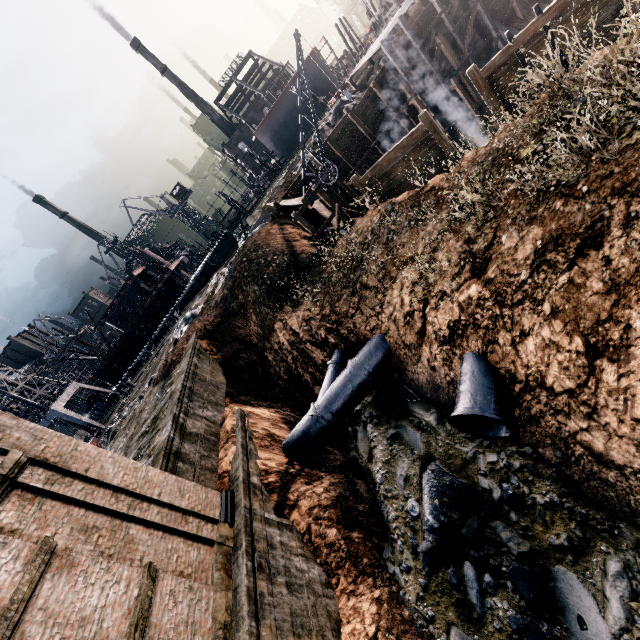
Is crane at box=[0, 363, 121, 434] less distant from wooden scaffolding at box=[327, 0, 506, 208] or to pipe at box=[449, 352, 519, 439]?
wooden scaffolding at box=[327, 0, 506, 208]

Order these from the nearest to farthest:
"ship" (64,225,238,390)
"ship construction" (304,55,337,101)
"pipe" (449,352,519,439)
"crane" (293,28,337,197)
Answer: "pipe" (449,352,519,439) → "crane" (293,28,337,197) → "ship" (64,225,238,390) → "ship construction" (304,55,337,101)

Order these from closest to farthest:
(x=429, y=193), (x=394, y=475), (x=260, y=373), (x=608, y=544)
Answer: (x=608, y=544) < (x=394, y=475) < (x=429, y=193) < (x=260, y=373)

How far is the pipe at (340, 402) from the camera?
15.0 meters

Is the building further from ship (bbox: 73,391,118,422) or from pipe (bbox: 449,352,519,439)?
ship (bbox: 73,391,118,422)

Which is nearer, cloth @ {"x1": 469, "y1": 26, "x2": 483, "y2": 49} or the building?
the building

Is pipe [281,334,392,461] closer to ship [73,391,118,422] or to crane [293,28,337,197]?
crane [293,28,337,197]

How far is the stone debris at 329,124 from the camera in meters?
31.0 m
